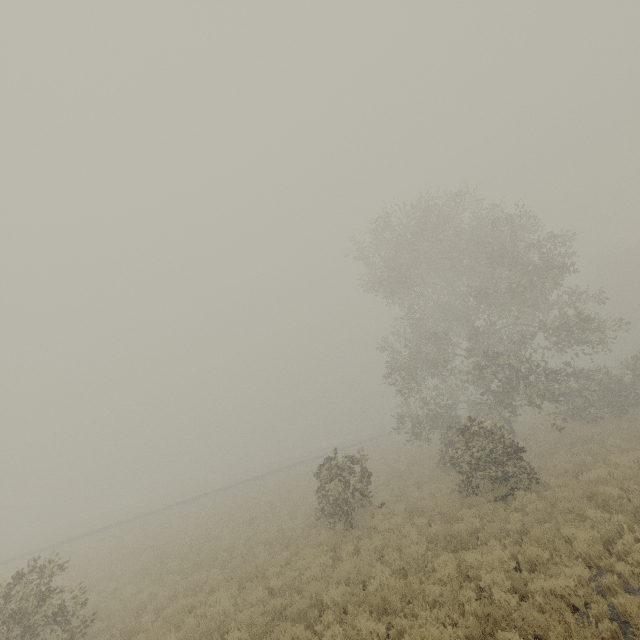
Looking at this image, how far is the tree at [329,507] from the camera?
13.5 meters

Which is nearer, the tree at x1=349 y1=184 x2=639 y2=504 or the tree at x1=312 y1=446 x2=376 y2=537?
the tree at x1=312 y1=446 x2=376 y2=537

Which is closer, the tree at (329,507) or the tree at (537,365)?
the tree at (329,507)

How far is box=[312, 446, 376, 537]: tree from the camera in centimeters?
1349cm

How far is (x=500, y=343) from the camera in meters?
24.0
